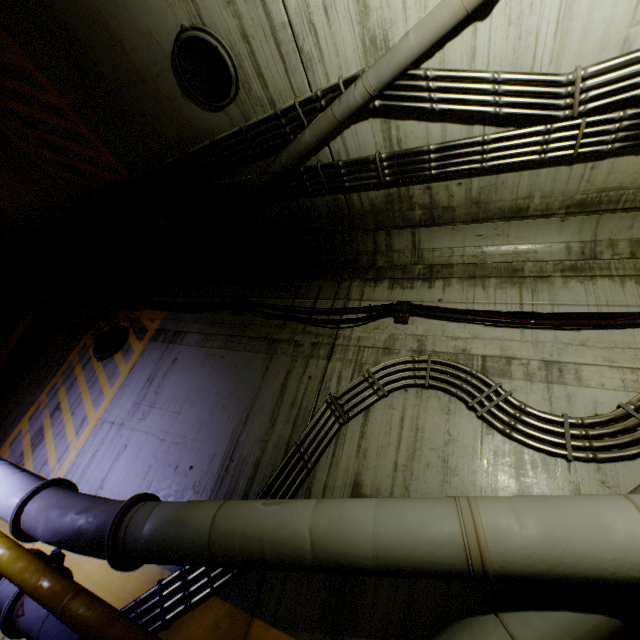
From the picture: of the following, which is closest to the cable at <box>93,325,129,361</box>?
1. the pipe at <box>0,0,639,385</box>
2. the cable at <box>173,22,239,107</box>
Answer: the pipe at <box>0,0,639,385</box>

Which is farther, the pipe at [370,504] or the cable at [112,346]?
the cable at [112,346]

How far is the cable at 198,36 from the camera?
3.6 meters

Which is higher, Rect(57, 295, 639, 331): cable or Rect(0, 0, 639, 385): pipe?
Rect(0, 0, 639, 385): pipe

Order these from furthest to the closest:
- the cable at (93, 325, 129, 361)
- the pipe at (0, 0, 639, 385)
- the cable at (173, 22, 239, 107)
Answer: the cable at (93, 325, 129, 361)
the cable at (173, 22, 239, 107)
the pipe at (0, 0, 639, 385)

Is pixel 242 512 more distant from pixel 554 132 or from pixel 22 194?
pixel 22 194

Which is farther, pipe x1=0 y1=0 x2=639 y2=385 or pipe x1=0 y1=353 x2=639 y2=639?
pipe x1=0 y1=0 x2=639 y2=385
